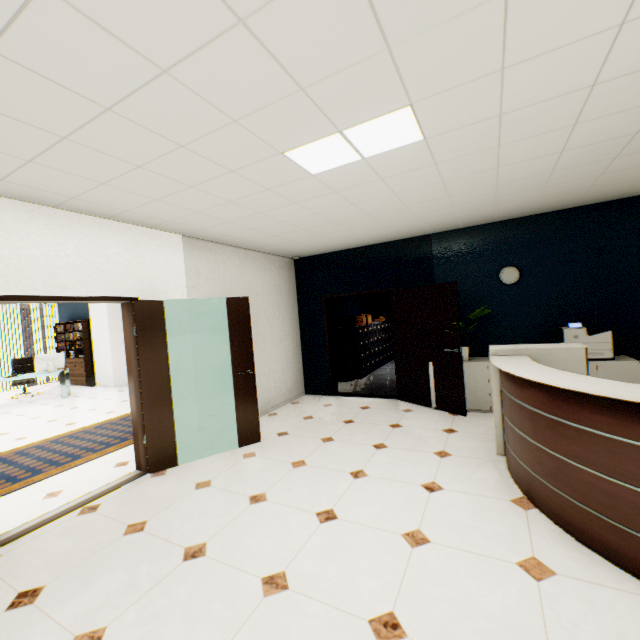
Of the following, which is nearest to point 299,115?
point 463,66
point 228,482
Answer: point 463,66

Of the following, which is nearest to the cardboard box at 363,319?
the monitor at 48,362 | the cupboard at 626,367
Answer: the cupboard at 626,367

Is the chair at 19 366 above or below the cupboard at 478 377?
above

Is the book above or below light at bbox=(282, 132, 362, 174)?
below

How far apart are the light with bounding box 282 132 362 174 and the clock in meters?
3.5 m

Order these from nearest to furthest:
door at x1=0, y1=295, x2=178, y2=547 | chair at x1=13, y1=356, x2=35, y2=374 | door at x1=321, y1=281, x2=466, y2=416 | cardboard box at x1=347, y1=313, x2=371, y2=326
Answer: door at x1=0, y1=295, x2=178, y2=547
door at x1=321, y1=281, x2=466, y2=416
cardboard box at x1=347, y1=313, x2=371, y2=326
chair at x1=13, y1=356, x2=35, y2=374

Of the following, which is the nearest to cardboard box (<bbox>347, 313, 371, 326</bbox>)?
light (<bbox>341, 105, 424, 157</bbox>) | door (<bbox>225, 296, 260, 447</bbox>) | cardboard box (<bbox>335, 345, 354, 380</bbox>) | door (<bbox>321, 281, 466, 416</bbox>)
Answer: cardboard box (<bbox>335, 345, 354, 380</bbox>)

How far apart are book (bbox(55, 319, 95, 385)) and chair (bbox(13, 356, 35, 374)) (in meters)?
1.03
